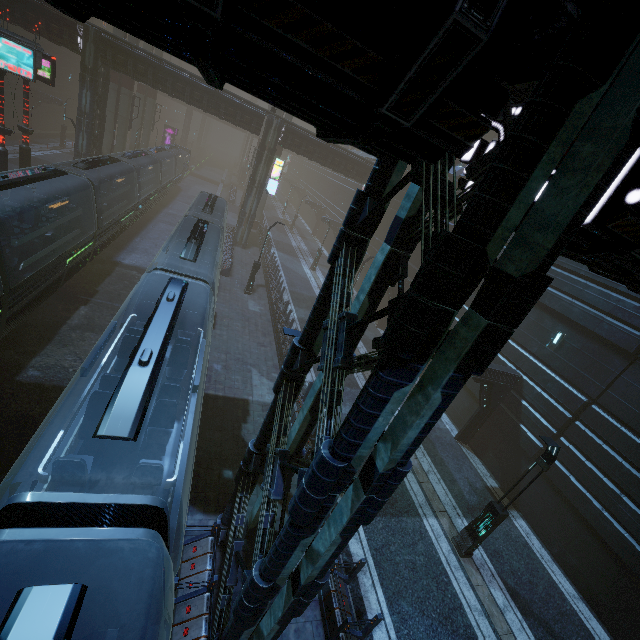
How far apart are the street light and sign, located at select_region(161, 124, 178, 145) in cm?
6814

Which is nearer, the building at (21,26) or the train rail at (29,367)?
the building at (21,26)

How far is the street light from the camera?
9.6m

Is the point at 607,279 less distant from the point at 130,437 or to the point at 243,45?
the point at 243,45

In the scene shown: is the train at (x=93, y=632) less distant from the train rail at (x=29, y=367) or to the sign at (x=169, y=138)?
the train rail at (x=29, y=367)

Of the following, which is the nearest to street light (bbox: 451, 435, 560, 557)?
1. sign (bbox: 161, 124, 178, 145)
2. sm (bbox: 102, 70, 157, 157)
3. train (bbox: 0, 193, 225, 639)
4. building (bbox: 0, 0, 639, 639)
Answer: building (bbox: 0, 0, 639, 639)

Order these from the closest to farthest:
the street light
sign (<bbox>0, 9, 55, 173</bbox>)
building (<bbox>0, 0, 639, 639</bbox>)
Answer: building (<bbox>0, 0, 639, 639</bbox>) < the street light < sign (<bbox>0, 9, 55, 173</bbox>)

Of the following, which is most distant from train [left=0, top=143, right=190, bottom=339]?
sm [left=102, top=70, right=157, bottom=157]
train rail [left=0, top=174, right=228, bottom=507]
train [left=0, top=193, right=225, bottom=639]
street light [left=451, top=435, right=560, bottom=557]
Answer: street light [left=451, top=435, right=560, bottom=557]
